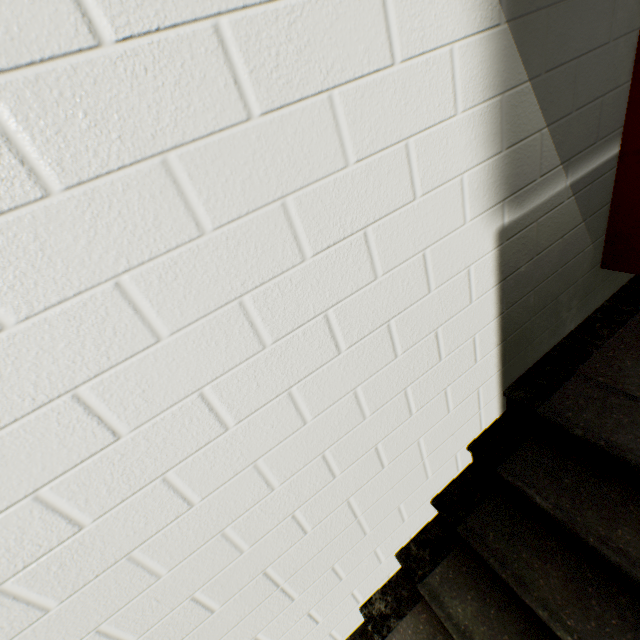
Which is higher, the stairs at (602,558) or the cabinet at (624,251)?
the cabinet at (624,251)

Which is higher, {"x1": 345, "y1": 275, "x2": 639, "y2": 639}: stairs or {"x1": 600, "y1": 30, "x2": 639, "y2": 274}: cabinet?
{"x1": 600, "y1": 30, "x2": 639, "y2": 274}: cabinet

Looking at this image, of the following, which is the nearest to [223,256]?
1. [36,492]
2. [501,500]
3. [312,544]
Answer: [36,492]
